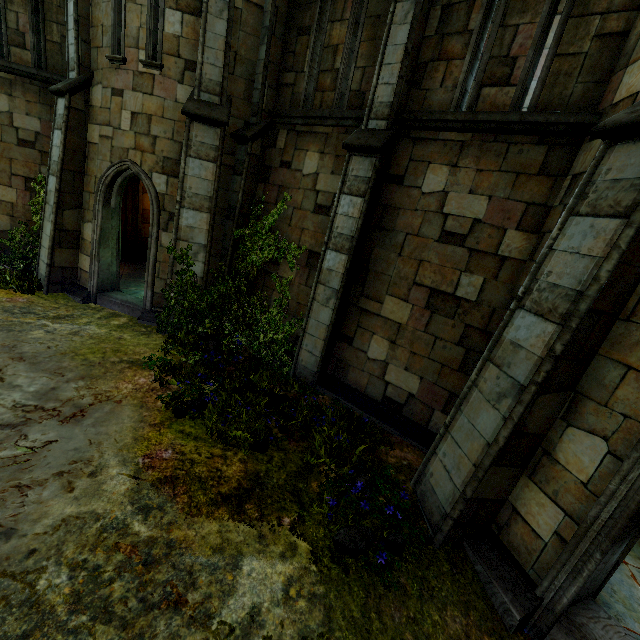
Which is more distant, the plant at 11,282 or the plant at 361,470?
the plant at 11,282

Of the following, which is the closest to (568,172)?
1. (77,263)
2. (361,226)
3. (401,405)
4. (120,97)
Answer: (361,226)

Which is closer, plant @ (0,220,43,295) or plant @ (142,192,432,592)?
plant @ (142,192,432,592)

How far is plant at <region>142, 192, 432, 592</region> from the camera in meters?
4.2

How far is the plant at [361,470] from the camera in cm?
424
